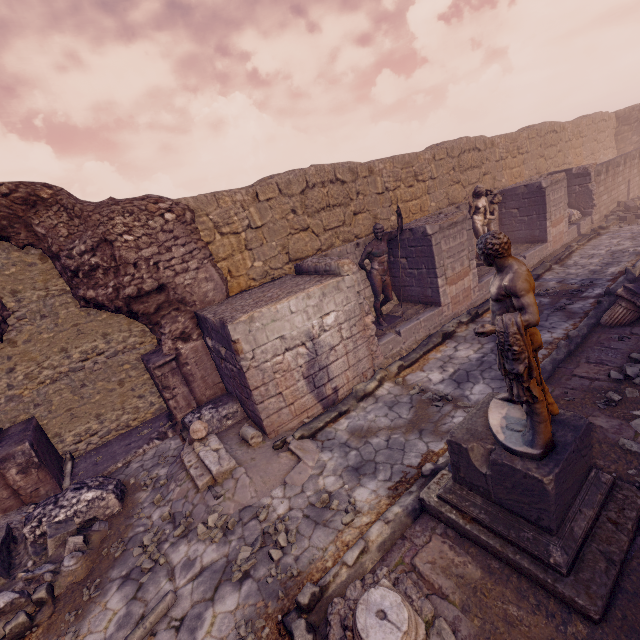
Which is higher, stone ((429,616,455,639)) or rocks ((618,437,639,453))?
stone ((429,616,455,639))

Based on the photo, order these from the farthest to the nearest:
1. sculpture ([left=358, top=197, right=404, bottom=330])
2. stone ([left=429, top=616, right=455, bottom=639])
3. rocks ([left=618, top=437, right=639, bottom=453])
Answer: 1. sculpture ([left=358, top=197, right=404, bottom=330])
2. rocks ([left=618, top=437, right=639, bottom=453])
3. stone ([left=429, top=616, right=455, bottom=639])

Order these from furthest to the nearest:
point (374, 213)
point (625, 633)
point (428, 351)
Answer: point (374, 213) < point (428, 351) < point (625, 633)

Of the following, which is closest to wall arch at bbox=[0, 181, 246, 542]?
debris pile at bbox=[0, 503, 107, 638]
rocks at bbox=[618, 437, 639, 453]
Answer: debris pile at bbox=[0, 503, 107, 638]

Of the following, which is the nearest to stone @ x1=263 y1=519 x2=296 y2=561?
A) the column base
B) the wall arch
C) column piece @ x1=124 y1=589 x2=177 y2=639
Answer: the column base

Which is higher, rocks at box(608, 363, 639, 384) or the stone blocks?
the stone blocks

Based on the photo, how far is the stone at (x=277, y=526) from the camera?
4.2m

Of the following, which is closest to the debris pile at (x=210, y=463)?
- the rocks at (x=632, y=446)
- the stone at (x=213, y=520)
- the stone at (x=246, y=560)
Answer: the stone at (x=213, y=520)
